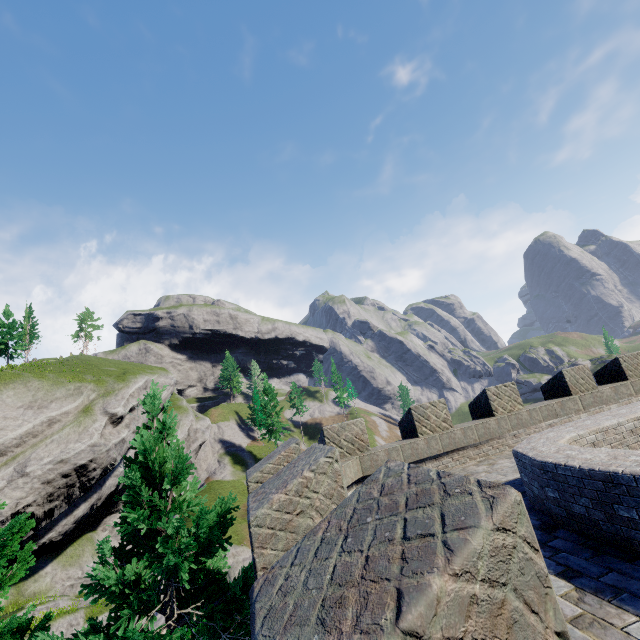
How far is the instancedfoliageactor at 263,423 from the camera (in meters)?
54.25

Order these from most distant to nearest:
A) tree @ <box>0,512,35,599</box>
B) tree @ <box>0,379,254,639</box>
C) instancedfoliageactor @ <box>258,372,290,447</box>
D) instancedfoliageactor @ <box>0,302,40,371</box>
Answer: instancedfoliageactor @ <box>258,372,290,447</box>, instancedfoliageactor @ <box>0,302,40,371</box>, tree @ <box>0,512,35,599</box>, tree @ <box>0,379,254,639</box>

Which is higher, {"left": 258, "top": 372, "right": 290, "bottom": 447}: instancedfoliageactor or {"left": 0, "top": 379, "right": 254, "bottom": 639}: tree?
{"left": 258, "top": 372, "right": 290, "bottom": 447}: instancedfoliageactor

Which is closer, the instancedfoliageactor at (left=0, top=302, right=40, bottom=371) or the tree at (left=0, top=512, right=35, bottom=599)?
the tree at (left=0, top=512, right=35, bottom=599)

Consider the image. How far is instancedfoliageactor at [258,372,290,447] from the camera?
54.25m

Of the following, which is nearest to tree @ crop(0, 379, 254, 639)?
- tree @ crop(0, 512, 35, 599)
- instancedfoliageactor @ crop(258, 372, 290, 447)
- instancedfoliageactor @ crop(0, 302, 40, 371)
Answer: tree @ crop(0, 512, 35, 599)

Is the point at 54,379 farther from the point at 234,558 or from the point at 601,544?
the point at 601,544

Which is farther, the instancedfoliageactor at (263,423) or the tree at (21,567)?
the instancedfoliageactor at (263,423)
